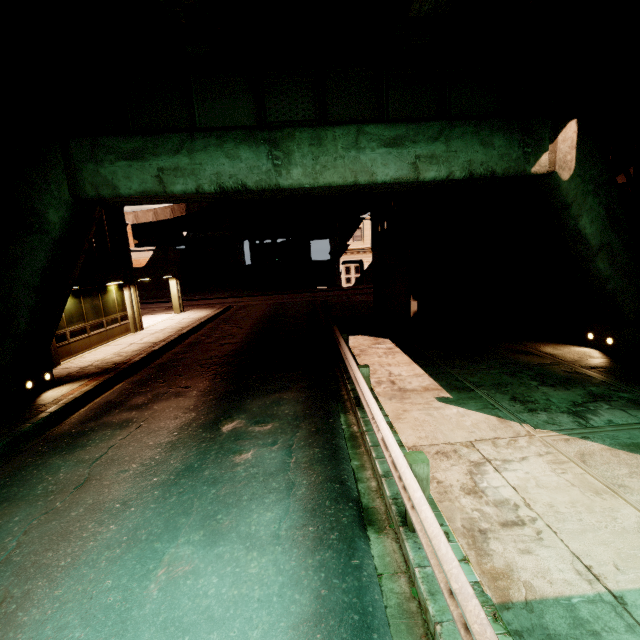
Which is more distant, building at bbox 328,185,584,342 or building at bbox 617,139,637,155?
building at bbox 328,185,584,342

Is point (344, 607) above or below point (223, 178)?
below

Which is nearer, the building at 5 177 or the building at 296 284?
the building at 5 177

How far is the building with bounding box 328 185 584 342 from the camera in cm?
1222

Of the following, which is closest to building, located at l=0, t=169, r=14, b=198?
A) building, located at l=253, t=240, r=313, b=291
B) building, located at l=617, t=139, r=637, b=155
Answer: building, located at l=617, t=139, r=637, b=155

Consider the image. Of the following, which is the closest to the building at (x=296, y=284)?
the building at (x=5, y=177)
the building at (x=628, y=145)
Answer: the building at (x=5, y=177)
